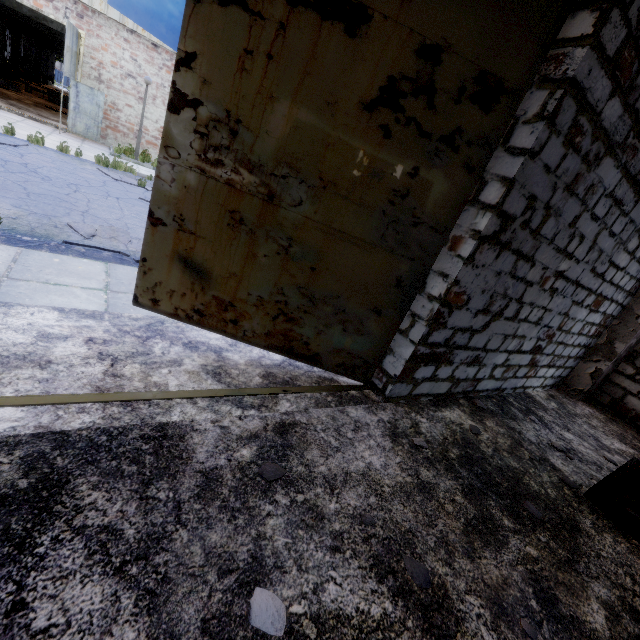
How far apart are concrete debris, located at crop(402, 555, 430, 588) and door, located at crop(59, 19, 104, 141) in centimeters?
1775cm

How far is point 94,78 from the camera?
14.4m

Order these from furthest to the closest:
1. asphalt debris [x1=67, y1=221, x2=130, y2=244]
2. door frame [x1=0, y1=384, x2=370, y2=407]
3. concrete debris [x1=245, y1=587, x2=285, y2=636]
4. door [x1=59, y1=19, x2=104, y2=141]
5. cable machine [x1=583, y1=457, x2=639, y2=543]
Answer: door [x1=59, y1=19, x2=104, y2=141], asphalt debris [x1=67, y1=221, x2=130, y2=244], cable machine [x1=583, y1=457, x2=639, y2=543], door frame [x1=0, y1=384, x2=370, y2=407], concrete debris [x1=245, y1=587, x2=285, y2=636]

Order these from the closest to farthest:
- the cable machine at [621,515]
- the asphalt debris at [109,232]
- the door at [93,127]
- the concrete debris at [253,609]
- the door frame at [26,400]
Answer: the concrete debris at [253,609]
the door frame at [26,400]
the cable machine at [621,515]
the asphalt debris at [109,232]
the door at [93,127]

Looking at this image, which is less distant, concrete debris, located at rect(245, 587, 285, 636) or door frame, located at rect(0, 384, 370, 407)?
concrete debris, located at rect(245, 587, 285, 636)

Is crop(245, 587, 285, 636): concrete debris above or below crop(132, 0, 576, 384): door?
below

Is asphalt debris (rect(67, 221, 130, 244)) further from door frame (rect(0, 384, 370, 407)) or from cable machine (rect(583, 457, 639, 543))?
cable machine (rect(583, 457, 639, 543))

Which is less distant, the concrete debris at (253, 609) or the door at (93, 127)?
the concrete debris at (253, 609)
